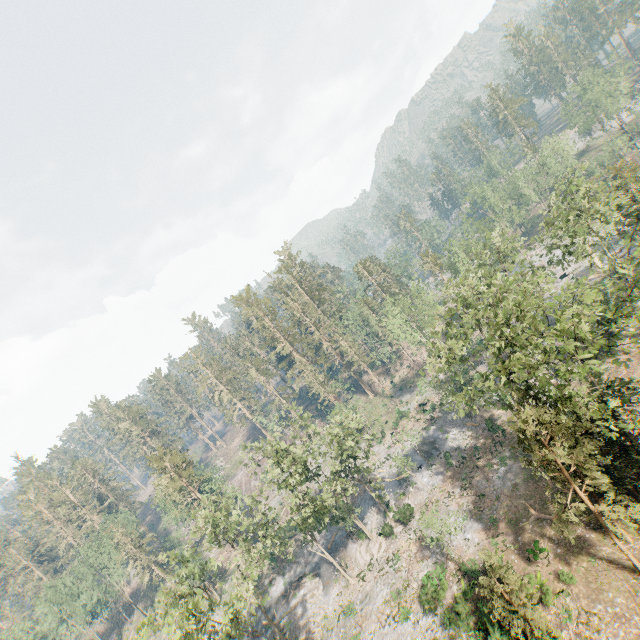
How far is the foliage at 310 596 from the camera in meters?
39.9

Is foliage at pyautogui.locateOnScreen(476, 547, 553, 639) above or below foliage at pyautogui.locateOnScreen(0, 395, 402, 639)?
below

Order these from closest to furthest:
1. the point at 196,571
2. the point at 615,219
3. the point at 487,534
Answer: the point at 615,219, the point at 196,571, the point at 487,534

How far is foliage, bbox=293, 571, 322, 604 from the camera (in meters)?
39.86

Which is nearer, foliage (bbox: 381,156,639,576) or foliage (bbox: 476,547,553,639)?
foliage (bbox: 381,156,639,576)

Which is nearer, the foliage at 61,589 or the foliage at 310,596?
the foliage at 61,589
